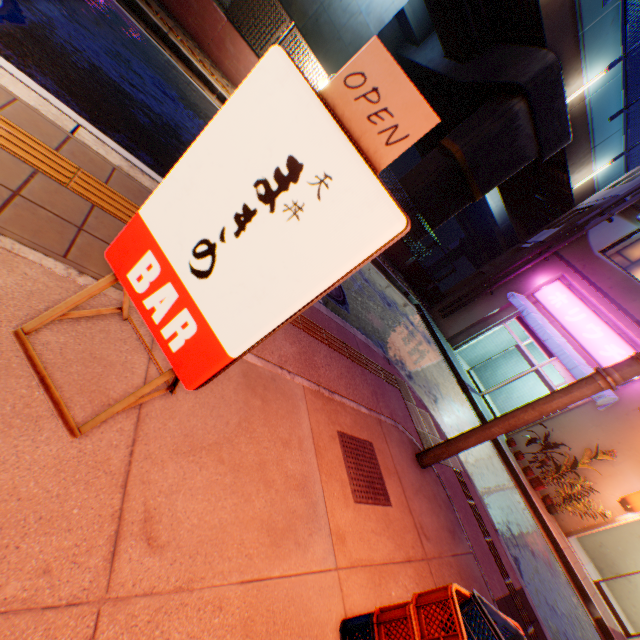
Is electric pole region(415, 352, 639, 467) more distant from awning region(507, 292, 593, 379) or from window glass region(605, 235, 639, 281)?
window glass region(605, 235, 639, 281)

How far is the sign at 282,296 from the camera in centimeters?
108cm

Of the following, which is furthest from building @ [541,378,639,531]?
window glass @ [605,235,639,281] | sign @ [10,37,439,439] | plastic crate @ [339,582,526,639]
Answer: sign @ [10,37,439,439]

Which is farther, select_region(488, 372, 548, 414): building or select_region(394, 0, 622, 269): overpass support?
select_region(488, 372, 548, 414): building

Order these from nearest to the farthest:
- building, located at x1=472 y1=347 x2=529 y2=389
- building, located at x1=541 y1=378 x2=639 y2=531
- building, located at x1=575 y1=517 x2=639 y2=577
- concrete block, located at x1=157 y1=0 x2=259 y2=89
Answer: concrete block, located at x1=157 y1=0 x2=259 y2=89 → building, located at x1=541 y1=378 x2=639 y2=531 → building, located at x1=575 y1=517 x2=639 y2=577 → building, located at x1=472 y1=347 x2=529 y2=389

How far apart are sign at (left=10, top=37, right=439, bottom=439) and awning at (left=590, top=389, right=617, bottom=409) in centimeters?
1296cm

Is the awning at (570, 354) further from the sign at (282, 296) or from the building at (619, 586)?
the sign at (282, 296)

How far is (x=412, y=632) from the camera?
1.72m
